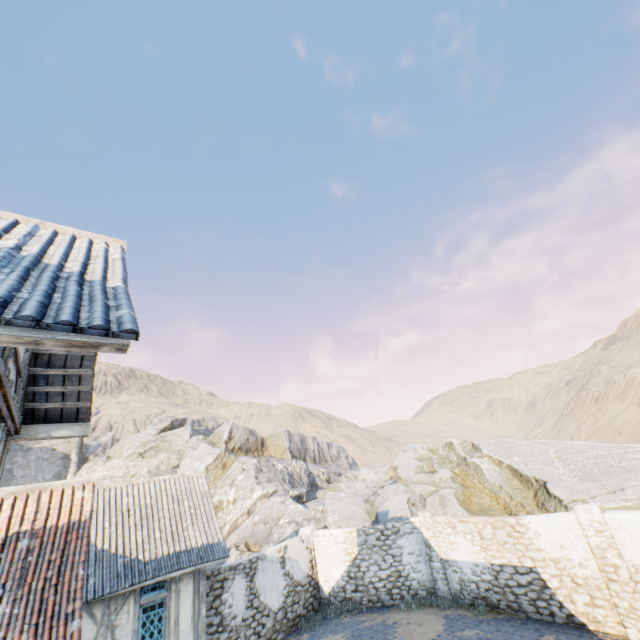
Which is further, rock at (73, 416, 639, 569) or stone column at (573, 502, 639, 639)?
rock at (73, 416, 639, 569)

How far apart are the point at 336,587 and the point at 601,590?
10.1m

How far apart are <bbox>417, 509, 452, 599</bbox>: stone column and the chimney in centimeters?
4023cm

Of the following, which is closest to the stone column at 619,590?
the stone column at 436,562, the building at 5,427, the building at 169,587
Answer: the stone column at 436,562

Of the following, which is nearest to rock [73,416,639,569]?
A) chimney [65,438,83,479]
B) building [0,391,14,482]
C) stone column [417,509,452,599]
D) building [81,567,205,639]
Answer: chimney [65,438,83,479]

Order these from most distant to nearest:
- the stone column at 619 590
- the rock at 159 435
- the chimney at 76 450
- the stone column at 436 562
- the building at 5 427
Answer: the chimney at 76 450 < the rock at 159 435 < the stone column at 436 562 < the stone column at 619 590 < the building at 5 427

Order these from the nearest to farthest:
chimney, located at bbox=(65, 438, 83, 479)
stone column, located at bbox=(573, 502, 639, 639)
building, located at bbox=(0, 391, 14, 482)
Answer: building, located at bbox=(0, 391, 14, 482), stone column, located at bbox=(573, 502, 639, 639), chimney, located at bbox=(65, 438, 83, 479)

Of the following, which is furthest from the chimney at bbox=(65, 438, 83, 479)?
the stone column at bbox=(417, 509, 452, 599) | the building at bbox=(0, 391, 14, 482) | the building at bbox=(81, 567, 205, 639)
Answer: the building at bbox=(0, 391, 14, 482)
